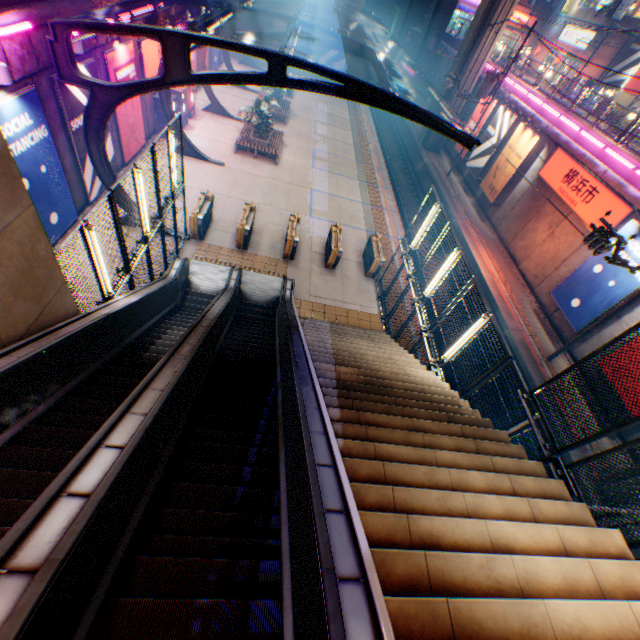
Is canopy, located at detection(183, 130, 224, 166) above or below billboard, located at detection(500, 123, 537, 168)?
below

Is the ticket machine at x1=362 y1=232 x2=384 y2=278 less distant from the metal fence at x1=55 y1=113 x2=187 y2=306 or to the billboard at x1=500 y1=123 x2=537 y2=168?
the metal fence at x1=55 y1=113 x2=187 y2=306

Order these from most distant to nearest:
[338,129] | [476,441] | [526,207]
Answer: [338,129], [526,207], [476,441]

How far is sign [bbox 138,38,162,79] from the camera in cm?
1478

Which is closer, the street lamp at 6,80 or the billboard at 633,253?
the street lamp at 6,80

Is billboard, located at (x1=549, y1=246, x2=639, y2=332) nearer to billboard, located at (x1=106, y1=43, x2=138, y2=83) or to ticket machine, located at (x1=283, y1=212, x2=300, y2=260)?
ticket machine, located at (x1=283, y1=212, x2=300, y2=260)

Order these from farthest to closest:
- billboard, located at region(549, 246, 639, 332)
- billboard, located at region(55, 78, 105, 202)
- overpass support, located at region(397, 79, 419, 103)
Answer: overpass support, located at region(397, 79, 419, 103), billboard, located at region(549, 246, 639, 332), billboard, located at region(55, 78, 105, 202)

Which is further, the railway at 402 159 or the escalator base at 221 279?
the railway at 402 159
